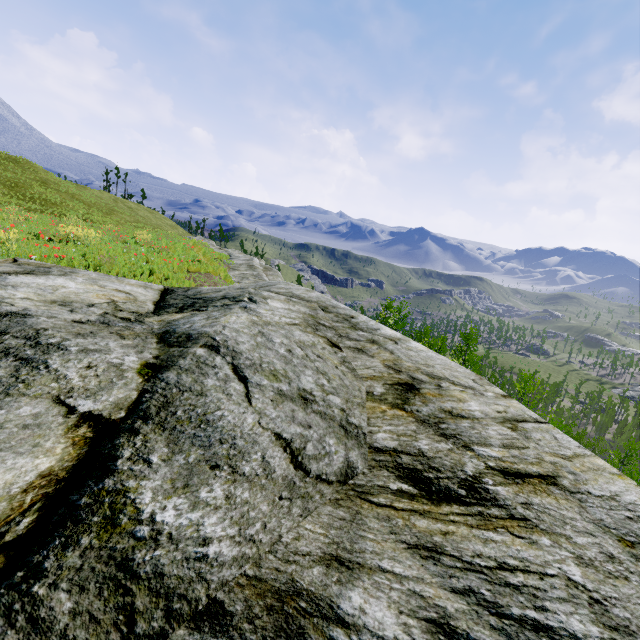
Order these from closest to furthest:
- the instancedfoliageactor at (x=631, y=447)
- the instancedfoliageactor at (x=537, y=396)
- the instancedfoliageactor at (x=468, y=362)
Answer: the instancedfoliageactor at (x=537, y=396) < the instancedfoliageactor at (x=631, y=447) < the instancedfoliageactor at (x=468, y=362)

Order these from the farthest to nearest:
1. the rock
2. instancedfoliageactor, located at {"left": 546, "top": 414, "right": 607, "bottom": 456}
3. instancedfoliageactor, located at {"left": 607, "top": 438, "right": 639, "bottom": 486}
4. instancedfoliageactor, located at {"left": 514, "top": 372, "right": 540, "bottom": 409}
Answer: instancedfoliageactor, located at {"left": 546, "top": 414, "right": 607, "bottom": 456}, instancedfoliageactor, located at {"left": 607, "top": 438, "right": 639, "bottom": 486}, instancedfoliageactor, located at {"left": 514, "top": 372, "right": 540, "bottom": 409}, the rock

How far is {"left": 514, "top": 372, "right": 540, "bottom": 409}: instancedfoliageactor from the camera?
15.00m

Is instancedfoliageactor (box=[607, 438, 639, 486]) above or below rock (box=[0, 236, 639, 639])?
below

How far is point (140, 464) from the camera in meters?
1.2

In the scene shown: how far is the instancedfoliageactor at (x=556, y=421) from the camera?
26.6m

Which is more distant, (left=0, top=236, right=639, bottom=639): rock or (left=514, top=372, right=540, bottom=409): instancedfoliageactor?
(left=514, top=372, right=540, bottom=409): instancedfoliageactor
